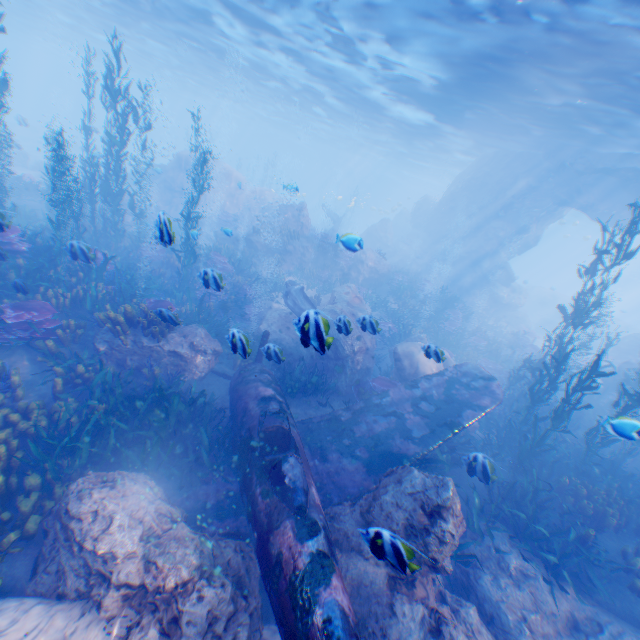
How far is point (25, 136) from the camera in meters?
39.0

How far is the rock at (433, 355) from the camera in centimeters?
651cm

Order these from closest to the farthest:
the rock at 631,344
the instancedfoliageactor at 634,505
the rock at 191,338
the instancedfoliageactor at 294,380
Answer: the instancedfoliageactor at 634,505
the rock at 191,338
the instancedfoliageactor at 294,380
the rock at 631,344

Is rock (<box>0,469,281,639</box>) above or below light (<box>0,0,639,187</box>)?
below

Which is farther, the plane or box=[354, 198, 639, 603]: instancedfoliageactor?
box=[354, 198, 639, 603]: instancedfoliageactor

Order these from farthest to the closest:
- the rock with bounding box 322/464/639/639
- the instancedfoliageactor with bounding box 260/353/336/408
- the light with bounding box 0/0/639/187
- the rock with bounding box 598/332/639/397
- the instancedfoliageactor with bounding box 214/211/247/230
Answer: the instancedfoliageactor with bounding box 214/211/247/230 → the rock with bounding box 598/332/639/397 → the light with bounding box 0/0/639/187 → the instancedfoliageactor with bounding box 260/353/336/408 → the rock with bounding box 322/464/639/639

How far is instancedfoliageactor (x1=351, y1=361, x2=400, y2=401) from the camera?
10.44m

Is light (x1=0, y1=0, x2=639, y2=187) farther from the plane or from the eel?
the eel
